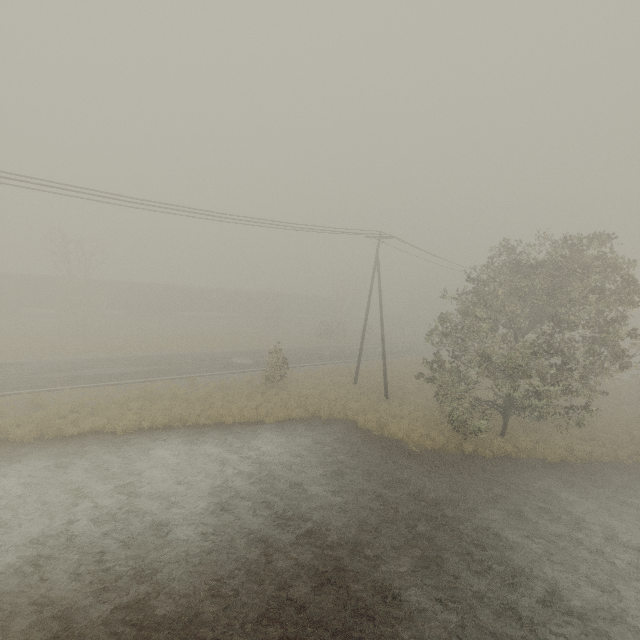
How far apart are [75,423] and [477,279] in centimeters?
2108cm

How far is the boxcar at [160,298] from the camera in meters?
42.7 m

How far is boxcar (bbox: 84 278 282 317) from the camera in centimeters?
4272cm

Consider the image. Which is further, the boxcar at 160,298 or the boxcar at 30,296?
the boxcar at 160,298

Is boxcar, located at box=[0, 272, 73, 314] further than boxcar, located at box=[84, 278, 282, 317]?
No
